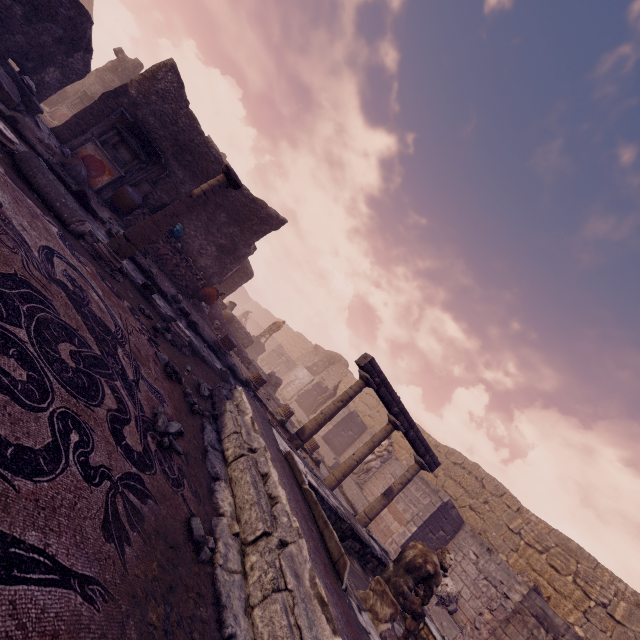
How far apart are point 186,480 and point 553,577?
13.3m

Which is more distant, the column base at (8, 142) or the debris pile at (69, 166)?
the debris pile at (69, 166)

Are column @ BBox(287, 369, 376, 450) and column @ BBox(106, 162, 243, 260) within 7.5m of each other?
yes

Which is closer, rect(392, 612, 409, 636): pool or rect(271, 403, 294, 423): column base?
rect(392, 612, 409, 636): pool

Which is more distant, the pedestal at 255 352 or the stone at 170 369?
the pedestal at 255 352

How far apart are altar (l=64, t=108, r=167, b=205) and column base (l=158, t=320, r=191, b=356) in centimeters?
595cm

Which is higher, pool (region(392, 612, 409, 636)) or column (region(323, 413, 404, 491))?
column (region(323, 413, 404, 491))

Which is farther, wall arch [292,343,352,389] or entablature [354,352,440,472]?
wall arch [292,343,352,389]
